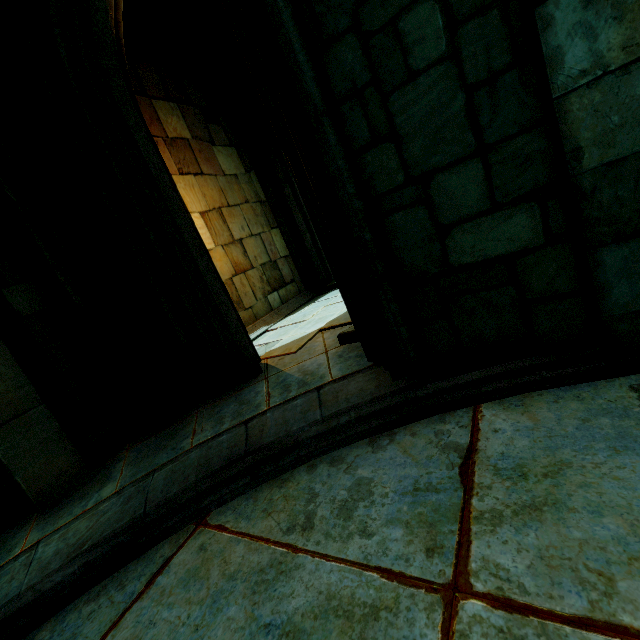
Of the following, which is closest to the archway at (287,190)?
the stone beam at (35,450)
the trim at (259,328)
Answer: the trim at (259,328)

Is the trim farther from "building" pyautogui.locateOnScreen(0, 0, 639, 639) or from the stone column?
the stone column

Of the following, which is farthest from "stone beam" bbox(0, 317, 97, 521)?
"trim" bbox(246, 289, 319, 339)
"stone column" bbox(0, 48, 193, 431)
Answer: "trim" bbox(246, 289, 319, 339)

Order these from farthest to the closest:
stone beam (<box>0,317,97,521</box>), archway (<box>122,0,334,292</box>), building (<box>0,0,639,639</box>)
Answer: archway (<box>122,0,334,292</box>) < stone beam (<box>0,317,97,521</box>) < building (<box>0,0,639,639</box>)

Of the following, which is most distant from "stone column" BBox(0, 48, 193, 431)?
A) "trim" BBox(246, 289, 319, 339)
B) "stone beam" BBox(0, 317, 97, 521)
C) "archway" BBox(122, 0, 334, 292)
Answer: "trim" BBox(246, 289, 319, 339)

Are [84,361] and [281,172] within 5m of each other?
no

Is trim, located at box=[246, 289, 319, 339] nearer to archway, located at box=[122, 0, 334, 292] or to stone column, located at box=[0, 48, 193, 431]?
archway, located at box=[122, 0, 334, 292]

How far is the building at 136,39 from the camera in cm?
666
